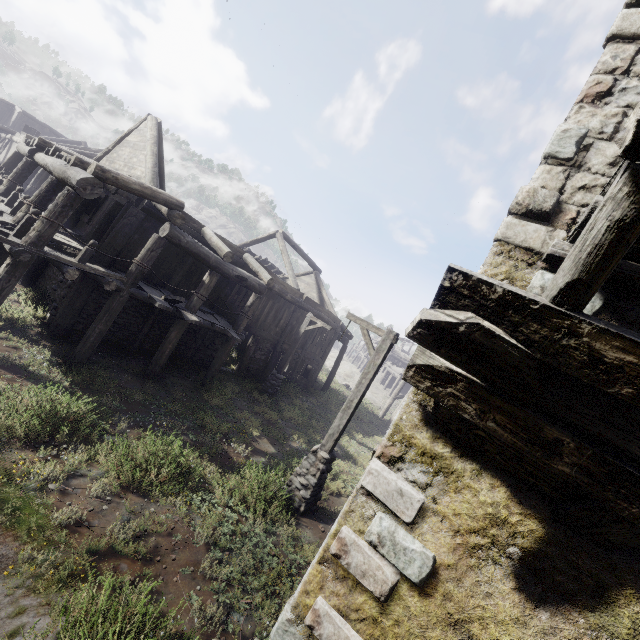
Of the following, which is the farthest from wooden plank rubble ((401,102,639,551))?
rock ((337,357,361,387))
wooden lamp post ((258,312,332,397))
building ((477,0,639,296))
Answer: rock ((337,357,361,387))

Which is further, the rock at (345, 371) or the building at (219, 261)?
the rock at (345, 371)

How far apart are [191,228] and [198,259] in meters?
2.4

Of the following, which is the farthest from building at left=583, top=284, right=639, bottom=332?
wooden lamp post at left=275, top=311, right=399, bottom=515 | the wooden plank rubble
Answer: wooden lamp post at left=275, top=311, right=399, bottom=515

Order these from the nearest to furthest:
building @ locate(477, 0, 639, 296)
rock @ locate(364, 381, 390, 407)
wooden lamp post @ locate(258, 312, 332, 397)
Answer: building @ locate(477, 0, 639, 296), wooden lamp post @ locate(258, 312, 332, 397), rock @ locate(364, 381, 390, 407)

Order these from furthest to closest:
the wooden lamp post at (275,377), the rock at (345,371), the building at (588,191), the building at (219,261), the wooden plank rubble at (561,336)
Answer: the rock at (345,371), the wooden lamp post at (275,377), the building at (219,261), the building at (588,191), the wooden plank rubble at (561,336)

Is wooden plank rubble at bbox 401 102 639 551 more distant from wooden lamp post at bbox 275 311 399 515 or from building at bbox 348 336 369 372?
wooden lamp post at bbox 275 311 399 515

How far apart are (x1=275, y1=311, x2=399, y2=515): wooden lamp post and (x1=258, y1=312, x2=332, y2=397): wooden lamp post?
6.3 meters
